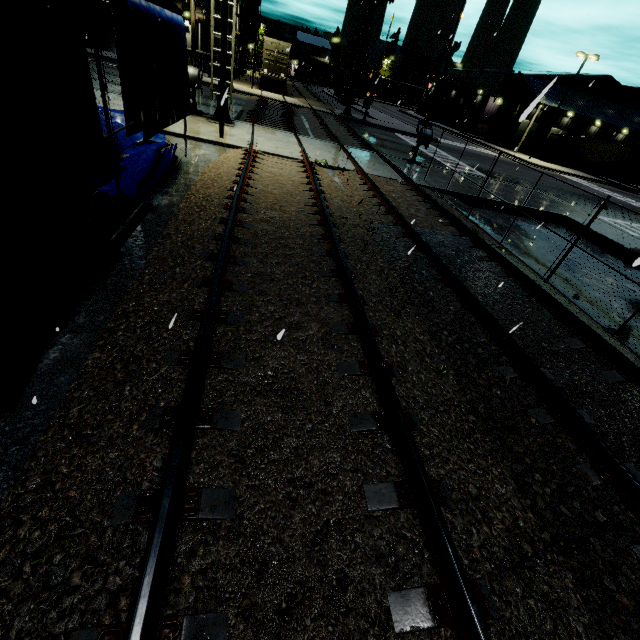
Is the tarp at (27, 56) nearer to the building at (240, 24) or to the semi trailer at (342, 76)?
the semi trailer at (342, 76)

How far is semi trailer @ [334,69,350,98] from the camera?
46.8 meters

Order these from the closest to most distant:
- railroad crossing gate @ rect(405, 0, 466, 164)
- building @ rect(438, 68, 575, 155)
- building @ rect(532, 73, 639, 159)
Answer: railroad crossing gate @ rect(405, 0, 466, 164) < building @ rect(438, 68, 575, 155) < building @ rect(532, 73, 639, 159)

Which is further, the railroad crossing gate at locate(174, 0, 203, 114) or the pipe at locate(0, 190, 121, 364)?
the railroad crossing gate at locate(174, 0, 203, 114)

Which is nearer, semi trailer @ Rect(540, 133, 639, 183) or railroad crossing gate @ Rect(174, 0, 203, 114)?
railroad crossing gate @ Rect(174, 0, 203, 114)

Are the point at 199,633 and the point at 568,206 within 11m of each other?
no

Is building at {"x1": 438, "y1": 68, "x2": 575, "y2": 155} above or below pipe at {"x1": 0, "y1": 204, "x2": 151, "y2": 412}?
above

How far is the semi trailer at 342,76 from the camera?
46.8m
